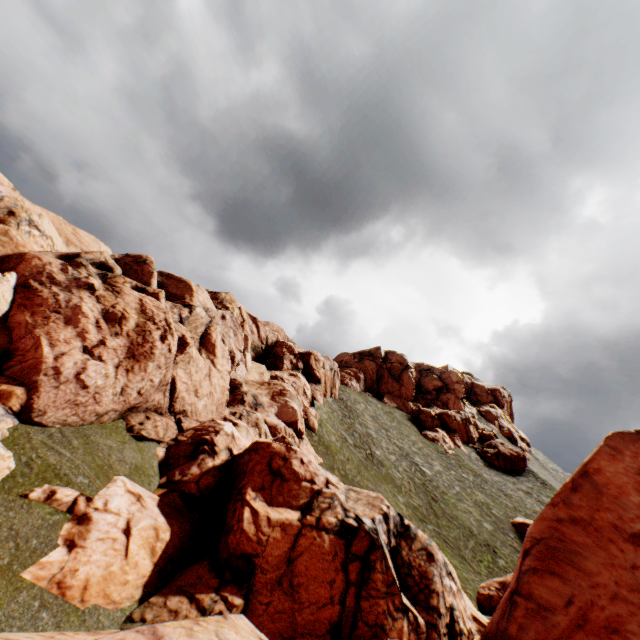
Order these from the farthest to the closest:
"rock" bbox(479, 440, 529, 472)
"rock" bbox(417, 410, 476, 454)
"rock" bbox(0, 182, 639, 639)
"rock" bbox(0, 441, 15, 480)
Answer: "rock" bbox(417, 410, 476, 454) → "rock" bbox(479, 440, 529, 472) → "rock" bbox(0, 182, 639, 639) → "rock" bbox(0, 441, 15, 480)

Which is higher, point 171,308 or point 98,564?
point 171,308

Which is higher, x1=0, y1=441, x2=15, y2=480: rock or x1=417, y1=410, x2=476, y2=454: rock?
x1=417, y1=410, x2=476, y2=454: rock

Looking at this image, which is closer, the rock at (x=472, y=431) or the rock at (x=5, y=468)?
the rock at (x=5, y=468)

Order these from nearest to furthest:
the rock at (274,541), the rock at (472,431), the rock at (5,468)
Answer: the rock at (5,468) → the rock at (274,541) → the rock at (472,431)

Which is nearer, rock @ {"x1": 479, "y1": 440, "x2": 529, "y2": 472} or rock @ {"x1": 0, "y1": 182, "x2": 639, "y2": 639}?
rock @ {"x1": 0, "y1": 182, "x2": 639, "y2": 639}

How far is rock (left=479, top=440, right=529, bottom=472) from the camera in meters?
52.1
